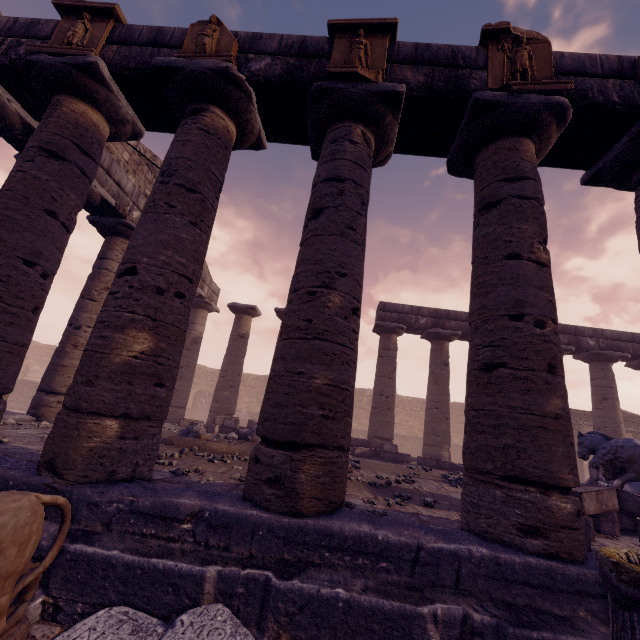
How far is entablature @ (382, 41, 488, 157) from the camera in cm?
452

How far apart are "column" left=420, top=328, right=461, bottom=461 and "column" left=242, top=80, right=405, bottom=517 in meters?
9.6

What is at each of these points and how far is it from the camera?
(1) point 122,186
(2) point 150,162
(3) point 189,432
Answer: (1) entablature, 8.65m
(2) pediment, 10.35m
(3) debris pile, 8.73m

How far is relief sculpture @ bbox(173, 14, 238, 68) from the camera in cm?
455

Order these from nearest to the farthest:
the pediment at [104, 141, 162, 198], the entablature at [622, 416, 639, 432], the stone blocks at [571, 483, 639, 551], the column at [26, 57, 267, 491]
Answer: the column at [26, 57, 267, 491] → the stone blocks at [571, 483, 639, 551] → the pediment at [104, 141, 162, 198] → the entablature at [622, 416, 639, 432]

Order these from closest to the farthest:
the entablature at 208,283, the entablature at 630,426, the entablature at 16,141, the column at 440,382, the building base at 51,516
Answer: the building base at 51,516 → the entablature at 16,141 → the column at 440,382 → the entablature at 208,283 → the entablature at 630,426

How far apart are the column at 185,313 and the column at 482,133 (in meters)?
3.02

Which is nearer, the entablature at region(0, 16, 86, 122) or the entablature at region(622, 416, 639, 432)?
the entablature at region(0, 16, 86, 122)
